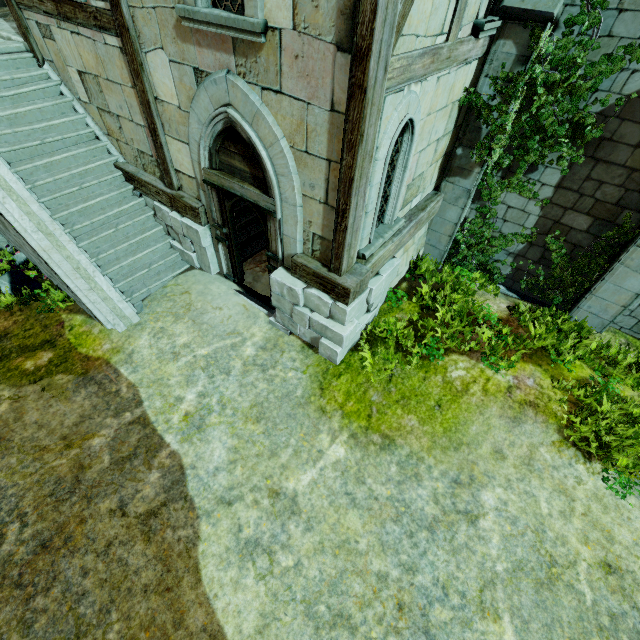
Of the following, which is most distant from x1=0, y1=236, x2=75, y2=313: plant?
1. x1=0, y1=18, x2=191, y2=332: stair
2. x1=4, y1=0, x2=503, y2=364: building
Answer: x1=4, y1=0, x2=503, y2=364: building

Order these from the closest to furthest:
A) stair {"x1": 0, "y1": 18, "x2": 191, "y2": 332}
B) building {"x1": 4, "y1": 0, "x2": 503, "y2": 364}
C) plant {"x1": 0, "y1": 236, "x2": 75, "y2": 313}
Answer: building {"x1": 4, "y1": 0, "x2": 503, "y2": 364}
stair {"x1": 0, "y1": 18, "x2": 191, "y2": 332}
plant {"x1": 0, "y1": 236, "x2": 75, "y2": 313}

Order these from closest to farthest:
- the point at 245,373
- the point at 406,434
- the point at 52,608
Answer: the point at 52,608 < the point at 406,434 < the point at 245,373

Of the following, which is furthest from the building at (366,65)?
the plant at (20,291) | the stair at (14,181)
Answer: the plant at (20,291)

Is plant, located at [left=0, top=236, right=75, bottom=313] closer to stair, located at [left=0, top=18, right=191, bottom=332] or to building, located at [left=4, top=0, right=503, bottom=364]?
stair, located at [left=0, top=18, right=191, bottom=332]

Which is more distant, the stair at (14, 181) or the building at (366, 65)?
the stair at (14, 181)
